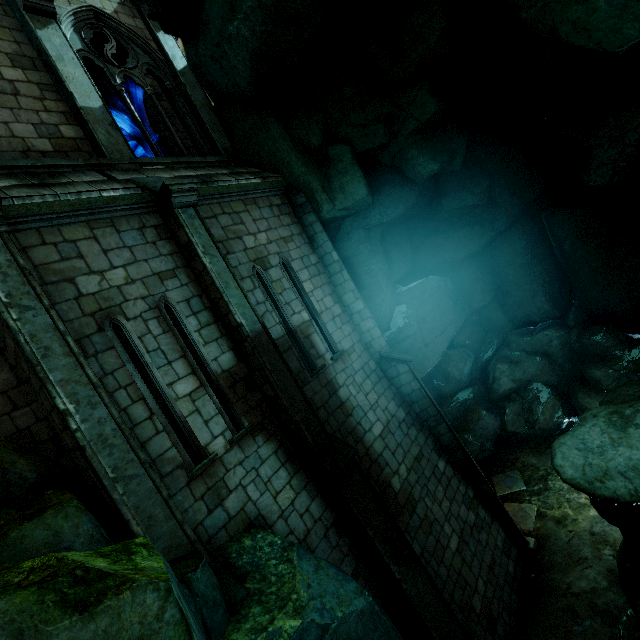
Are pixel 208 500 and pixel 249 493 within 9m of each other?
yes

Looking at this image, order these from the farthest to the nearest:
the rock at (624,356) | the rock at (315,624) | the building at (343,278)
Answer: the rock at (624,356) < the building at (343,278) < the rock at (315,624)

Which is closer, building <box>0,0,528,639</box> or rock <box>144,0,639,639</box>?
building <box>0,0,528,639</box>

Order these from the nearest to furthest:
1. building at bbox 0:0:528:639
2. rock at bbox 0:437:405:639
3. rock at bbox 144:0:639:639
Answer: rock at bbox 0:437:405:639, building at bbox 0:0:528:639, rock at bbox 144:0:639:639

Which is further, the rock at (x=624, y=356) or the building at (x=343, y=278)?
the rock at (x=624, y=356)

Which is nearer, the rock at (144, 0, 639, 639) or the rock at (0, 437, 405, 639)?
the rock at (0, 437, 405, 639)
